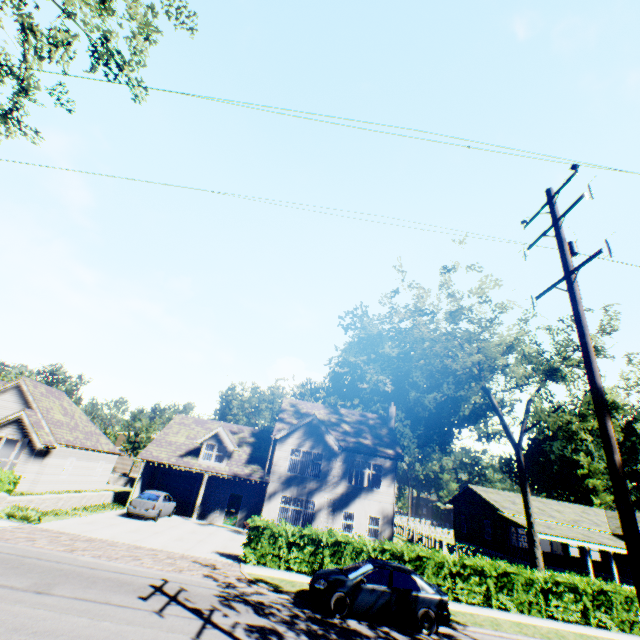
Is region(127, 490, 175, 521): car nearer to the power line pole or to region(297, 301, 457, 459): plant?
the power line pole

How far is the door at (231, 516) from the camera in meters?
25.1 m

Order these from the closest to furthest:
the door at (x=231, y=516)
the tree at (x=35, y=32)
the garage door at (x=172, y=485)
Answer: the tree at (x=35, y=32)
the door at (x=231, y=516)
the garage door at (x=172, y=485)

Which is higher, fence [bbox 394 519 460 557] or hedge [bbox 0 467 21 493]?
hedge [bbox 0 467 21 493]

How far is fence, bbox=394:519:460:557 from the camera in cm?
2847

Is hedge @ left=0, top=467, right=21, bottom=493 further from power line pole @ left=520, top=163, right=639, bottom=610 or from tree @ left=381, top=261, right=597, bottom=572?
power line pole @ left=520, top=163, right=639, bottom=610

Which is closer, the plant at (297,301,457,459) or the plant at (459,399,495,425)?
the plant at (297,301,457,459)

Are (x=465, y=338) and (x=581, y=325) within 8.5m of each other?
no
